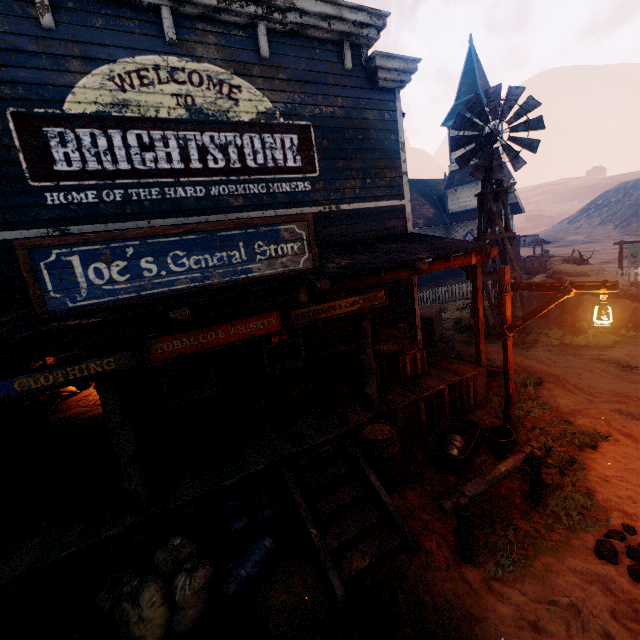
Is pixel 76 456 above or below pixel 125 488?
below

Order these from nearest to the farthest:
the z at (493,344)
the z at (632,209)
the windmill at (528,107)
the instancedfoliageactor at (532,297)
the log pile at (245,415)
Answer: the log pile at (245,415) < the z at (493,344) < the windmill at (528,107) < the instancedfoliageactor at (532,297) < the z at (632,209)

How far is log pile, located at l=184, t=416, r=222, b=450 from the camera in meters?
5.8

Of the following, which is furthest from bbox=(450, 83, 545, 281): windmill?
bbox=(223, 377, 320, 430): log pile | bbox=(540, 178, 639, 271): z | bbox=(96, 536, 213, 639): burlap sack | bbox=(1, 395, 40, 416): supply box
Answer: bbox=(1, 395, 40, 416): supply box

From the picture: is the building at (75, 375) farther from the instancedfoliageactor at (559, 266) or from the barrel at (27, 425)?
the instancedfoliageactor at (559, 266)

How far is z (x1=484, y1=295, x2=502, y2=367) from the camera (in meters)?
Result: 9.30

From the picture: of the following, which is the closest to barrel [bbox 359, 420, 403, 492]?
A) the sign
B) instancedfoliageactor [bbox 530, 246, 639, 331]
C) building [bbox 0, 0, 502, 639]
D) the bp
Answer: building [bbox 0, 0, 502, 639]

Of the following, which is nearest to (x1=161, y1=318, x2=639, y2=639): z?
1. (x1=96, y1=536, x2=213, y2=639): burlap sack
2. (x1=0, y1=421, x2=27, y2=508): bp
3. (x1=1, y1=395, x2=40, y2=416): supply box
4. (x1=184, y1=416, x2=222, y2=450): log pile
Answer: (x1=96, y1=536, x2=213, y2=639): burlap sack
